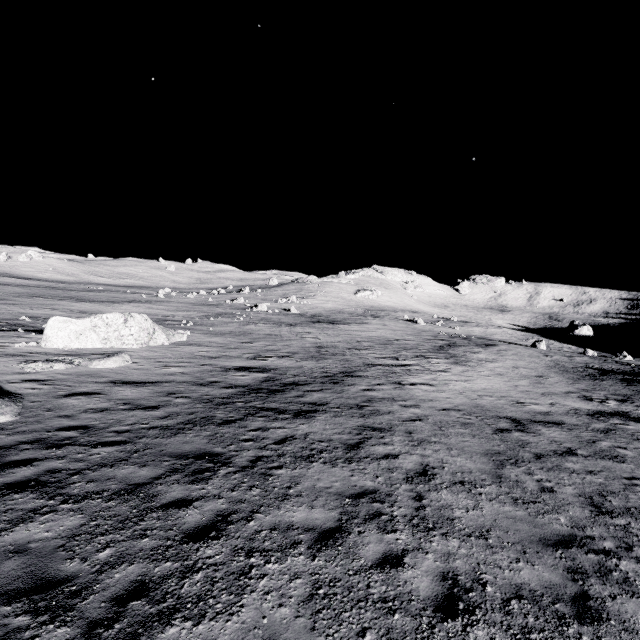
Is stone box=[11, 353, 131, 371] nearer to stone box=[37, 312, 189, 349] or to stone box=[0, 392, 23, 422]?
stone box=[0, 392, 23, 422]

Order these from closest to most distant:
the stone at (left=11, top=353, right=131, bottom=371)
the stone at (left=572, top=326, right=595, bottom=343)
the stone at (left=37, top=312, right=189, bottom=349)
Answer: the stone at (left=11, top=353, right=131, bottom=371) < the stone at (left=37, top=312, right=189, bottom=349) < the stone at (left=572, top=326, right=595, bottom=343)

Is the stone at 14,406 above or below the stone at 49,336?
below

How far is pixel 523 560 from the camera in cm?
585

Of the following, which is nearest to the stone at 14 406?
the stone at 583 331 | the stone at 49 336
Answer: the stone at 49 336

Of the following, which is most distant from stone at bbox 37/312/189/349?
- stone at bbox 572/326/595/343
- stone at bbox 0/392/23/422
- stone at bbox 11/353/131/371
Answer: stone at bbox 572/326/595/343

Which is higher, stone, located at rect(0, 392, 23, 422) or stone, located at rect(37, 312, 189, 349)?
stone, located at rect(37, 312, 189, 349)

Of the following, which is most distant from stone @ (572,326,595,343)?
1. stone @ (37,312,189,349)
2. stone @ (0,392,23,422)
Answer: stone @ (0,392,23,422)
